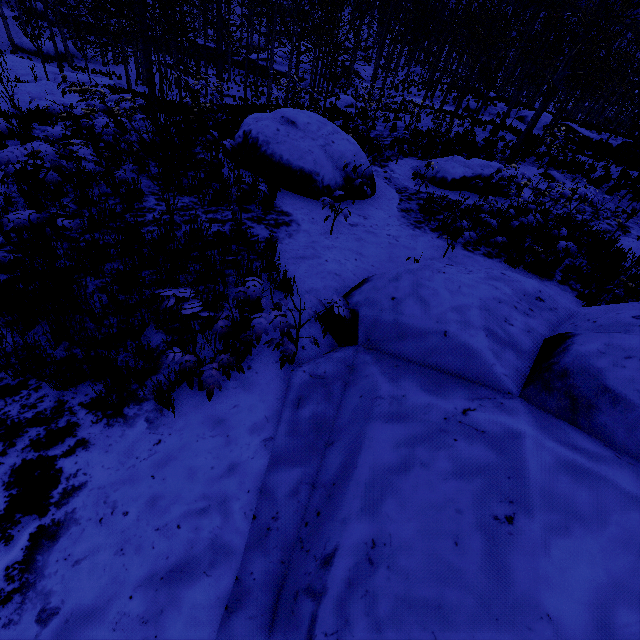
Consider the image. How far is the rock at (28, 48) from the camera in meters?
30.4

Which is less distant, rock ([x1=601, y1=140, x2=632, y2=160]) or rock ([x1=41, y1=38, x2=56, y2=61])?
rock ([x1=601, y1=140, x2=632, y2=160])

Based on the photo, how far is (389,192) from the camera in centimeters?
902cm

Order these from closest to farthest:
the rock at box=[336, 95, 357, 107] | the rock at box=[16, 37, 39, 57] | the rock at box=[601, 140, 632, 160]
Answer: the rock at box=[601, 140, 632, 160], the rock at box=[336, 95, 357, 107], the rock at box=[16, 37, 39, 57]

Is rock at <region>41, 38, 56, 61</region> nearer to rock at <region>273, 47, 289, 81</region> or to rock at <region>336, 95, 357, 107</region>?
rock at <region>273, 47, 289, 81</region>

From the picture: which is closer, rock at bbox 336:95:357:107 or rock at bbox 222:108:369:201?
rock at bbox 222:108:369:201

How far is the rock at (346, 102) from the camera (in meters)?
23.69

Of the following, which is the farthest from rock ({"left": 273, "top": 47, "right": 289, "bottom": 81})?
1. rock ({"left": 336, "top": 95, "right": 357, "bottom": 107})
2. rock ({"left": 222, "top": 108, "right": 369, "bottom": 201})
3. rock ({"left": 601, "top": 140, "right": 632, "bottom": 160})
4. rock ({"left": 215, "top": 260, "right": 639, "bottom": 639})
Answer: rock ({"left": 215, "top": 260, "right": 639, "bottom": 639})
